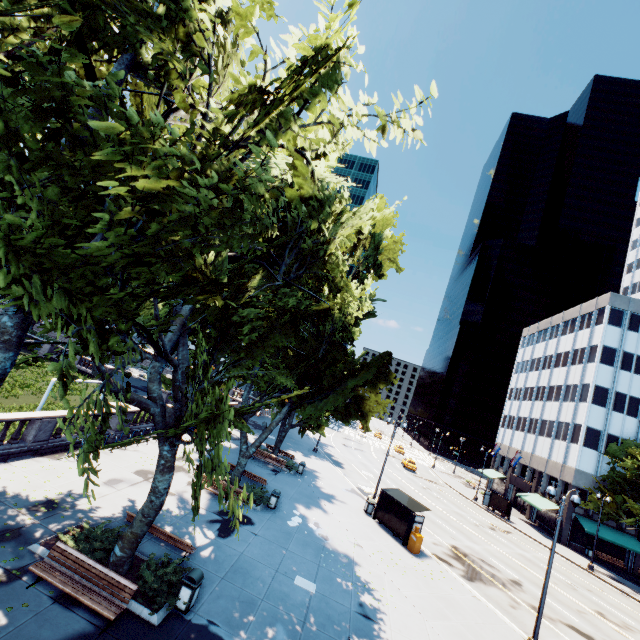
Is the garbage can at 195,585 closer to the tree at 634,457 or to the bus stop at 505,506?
the tree at 634,457

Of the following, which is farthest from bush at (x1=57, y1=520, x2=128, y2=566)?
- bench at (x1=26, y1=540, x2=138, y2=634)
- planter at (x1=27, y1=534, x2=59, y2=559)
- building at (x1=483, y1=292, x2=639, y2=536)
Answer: building at (x1=483, y1=292, x2=639, y2=536)

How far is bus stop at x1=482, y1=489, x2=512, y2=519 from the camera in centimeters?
4099cm

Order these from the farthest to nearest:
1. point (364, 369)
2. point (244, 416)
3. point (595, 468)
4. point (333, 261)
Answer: point (595, 468) < point (244, 416) < point (364, 369) < point (333, 261)

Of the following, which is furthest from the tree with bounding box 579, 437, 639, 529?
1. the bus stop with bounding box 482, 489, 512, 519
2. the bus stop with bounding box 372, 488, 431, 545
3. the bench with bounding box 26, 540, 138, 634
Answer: the bus stop with bounding box 482, 489, 512, 519

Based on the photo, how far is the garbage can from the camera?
9.9m

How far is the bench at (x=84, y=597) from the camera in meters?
8.7

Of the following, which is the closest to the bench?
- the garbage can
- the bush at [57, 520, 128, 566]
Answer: the bush at [57, 520, 128, 566]
